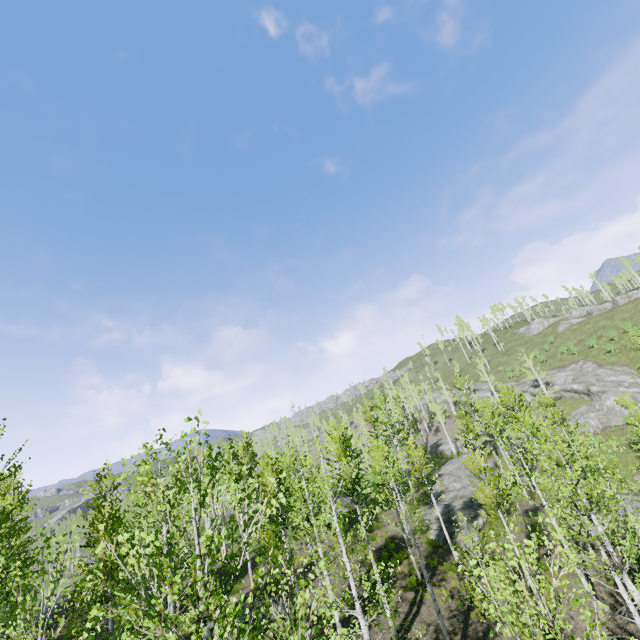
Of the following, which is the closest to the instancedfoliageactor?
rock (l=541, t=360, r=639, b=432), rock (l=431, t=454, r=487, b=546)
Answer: rock (l=431, t=454, r=487, b=546)

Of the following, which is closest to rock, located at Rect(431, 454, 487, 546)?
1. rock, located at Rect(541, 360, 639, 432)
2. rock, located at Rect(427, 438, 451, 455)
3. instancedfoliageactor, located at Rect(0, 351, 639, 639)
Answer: instancedfoliageactor, located at Rect(0, 351, 639, 639)

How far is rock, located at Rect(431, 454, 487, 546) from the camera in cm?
2464

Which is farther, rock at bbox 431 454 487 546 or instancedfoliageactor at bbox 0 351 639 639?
rock at bbox 431 454 487 546

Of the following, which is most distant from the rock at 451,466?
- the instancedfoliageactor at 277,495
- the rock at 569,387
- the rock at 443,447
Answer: the rock at 569,387

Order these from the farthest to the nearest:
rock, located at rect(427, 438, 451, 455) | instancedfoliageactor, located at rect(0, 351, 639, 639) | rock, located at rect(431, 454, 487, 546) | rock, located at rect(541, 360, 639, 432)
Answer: rock, located at rect(427, 438, 451, 455) → rock, located at rect(541, 360, 639, 432) → rock, located at rect(431, 454, 487, 546) → instancedfoliageactor, located at rect(0, 351, 639, 639)

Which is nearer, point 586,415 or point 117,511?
point 117,511

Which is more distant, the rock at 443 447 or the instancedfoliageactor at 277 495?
the rock at 443 447
